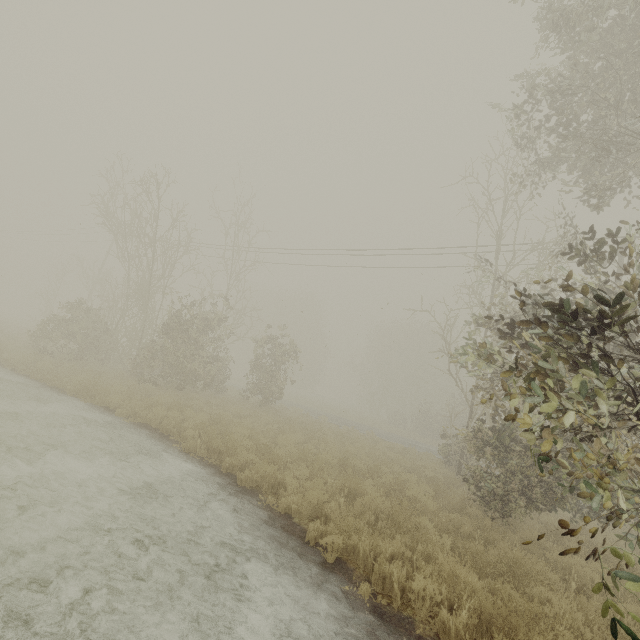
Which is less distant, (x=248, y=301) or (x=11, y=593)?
(x=11, y=593)
